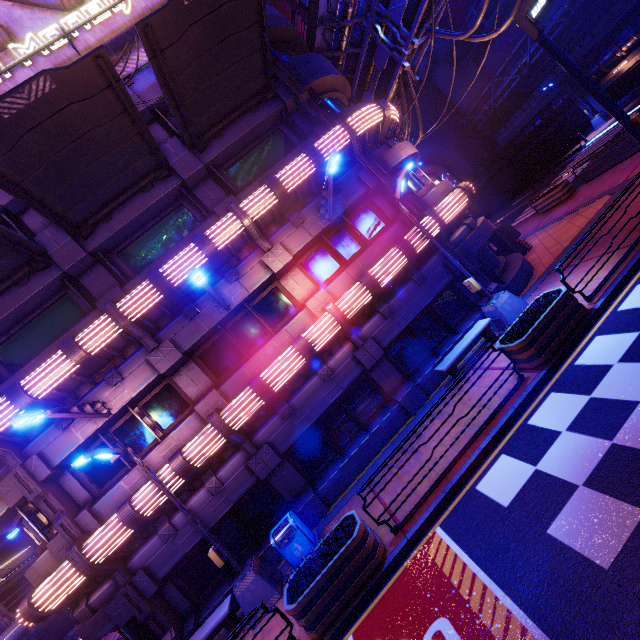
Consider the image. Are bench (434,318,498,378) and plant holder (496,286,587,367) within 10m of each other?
yes

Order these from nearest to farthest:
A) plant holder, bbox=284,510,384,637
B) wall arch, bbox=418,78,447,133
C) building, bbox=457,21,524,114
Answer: plant holder, bbox=284,510,384,637 → building, bbox=457,21,524,114 → wall arch, bbox=418,78,447,133

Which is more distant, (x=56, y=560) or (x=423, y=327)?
(x=423, y=327)

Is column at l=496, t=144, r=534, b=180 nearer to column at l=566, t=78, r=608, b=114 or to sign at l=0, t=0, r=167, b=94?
column at l=566, t=78, r=608, b=114

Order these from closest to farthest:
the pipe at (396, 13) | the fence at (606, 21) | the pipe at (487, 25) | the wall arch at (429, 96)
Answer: the pipe at (396, 13), the fence at (606, 21), the pipe at (487, 25), the wall arch at (429, 96)

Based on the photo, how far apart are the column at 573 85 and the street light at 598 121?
0.01m

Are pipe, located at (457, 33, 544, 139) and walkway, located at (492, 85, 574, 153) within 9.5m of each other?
yes

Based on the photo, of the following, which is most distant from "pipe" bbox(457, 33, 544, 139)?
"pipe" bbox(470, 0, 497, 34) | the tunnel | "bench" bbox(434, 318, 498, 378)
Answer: "bench" bbox(434, 318, 498, 378)
